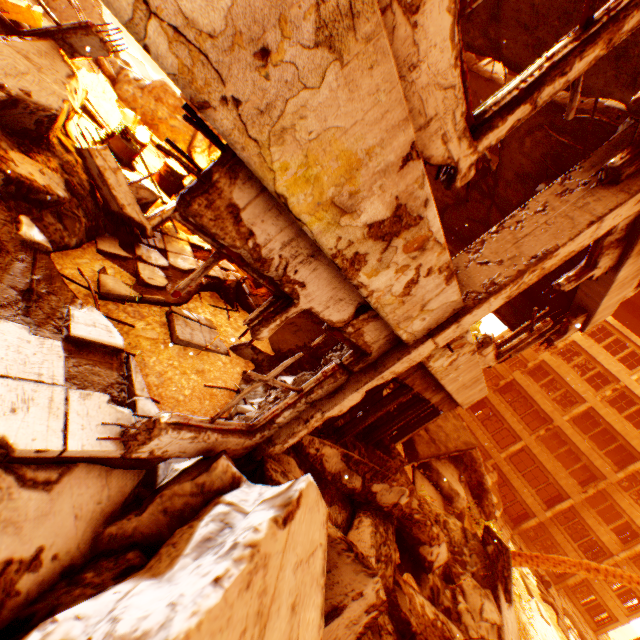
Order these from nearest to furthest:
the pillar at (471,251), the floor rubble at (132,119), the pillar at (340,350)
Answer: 1. the pillar at (471,251)
2. the pillar at (340,350)
3. the floor rubble at (132,119)

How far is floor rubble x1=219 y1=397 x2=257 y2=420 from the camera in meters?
4.4

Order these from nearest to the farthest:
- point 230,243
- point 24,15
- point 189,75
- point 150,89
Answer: point 189,75 → point 230,243 → point 24,15 → point 150,89

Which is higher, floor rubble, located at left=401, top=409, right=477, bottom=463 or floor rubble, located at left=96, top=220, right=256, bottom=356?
floor rubble, located at left=401, top=409, right=477, bottom=463

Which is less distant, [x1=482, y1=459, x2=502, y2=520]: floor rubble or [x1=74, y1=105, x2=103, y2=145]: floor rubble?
[x1=74, y1=105, x2=103, y2=145]: floor rubble

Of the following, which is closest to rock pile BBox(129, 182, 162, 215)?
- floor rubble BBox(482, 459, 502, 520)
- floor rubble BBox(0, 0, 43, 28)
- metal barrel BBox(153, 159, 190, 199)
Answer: floor rubble BBox(0, 0, 43, 28)

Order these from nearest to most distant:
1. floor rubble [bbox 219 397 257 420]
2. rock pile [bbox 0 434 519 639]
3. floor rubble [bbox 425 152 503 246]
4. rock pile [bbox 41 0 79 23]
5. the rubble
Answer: rock pile [bbox 0 434 519 639], floor rubble [bbox 219 397 257 420], floor rubble [bbox 425 152 503 246], the rubble, rock pile [bbox 41 0 79 23]

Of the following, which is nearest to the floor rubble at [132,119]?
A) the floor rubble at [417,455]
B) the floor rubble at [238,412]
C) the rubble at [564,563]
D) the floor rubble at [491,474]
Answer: the rubble at [564,563]
